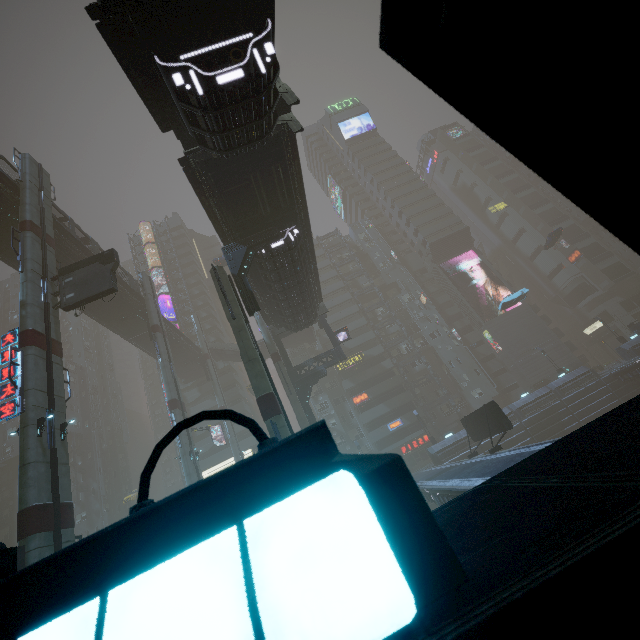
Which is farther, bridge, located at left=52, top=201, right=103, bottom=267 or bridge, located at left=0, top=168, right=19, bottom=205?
bridge, located at left=52, top=201, right=103, bottom=267

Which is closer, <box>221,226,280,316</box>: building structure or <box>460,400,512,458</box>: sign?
<box>221,226,280,316</box>: building structure

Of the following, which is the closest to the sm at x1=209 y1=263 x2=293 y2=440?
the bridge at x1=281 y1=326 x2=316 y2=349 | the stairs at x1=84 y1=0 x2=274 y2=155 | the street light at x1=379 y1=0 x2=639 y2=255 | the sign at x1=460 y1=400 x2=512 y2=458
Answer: the stairs at x1=84 y1=0 x2=274 y2=155

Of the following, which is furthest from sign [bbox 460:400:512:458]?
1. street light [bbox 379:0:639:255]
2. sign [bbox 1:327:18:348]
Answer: sign [bbox 1:327:18:348]

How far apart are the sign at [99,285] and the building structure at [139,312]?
14.76m

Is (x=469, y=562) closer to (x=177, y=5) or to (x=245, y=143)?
(x=177, y=5)

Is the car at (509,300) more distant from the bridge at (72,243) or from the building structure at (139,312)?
the building structure at (139,312)

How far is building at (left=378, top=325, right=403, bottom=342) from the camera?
59.2 meters
